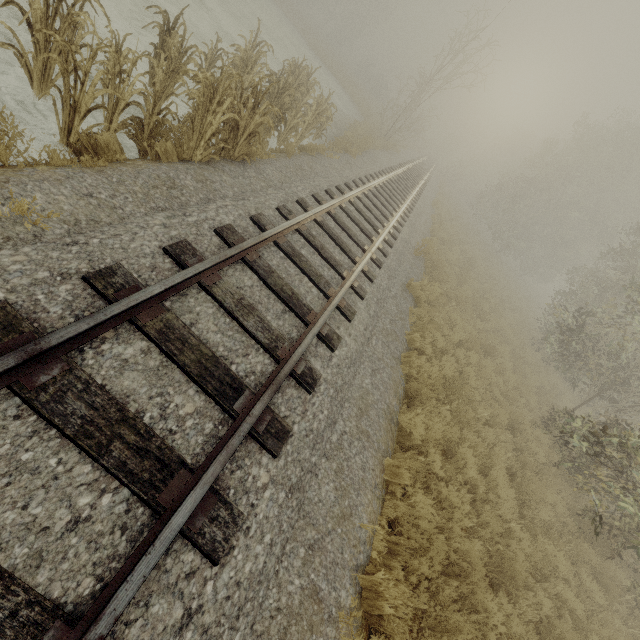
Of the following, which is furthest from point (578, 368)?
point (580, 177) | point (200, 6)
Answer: point (580, 177)

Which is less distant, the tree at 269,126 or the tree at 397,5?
the tree at 269,126

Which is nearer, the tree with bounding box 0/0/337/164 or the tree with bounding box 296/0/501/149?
the tree with bounding box 0/0/337/164
